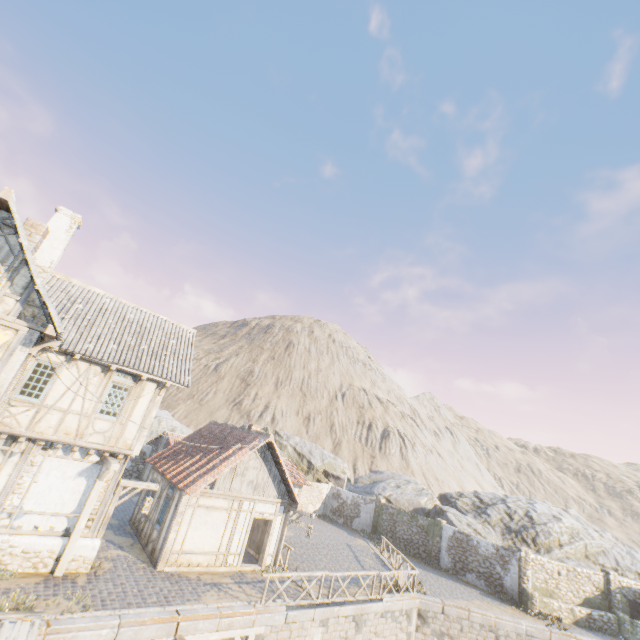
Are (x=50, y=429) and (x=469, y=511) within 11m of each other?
no

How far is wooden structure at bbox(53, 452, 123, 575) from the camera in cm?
1095

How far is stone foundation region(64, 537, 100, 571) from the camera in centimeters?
1129cm

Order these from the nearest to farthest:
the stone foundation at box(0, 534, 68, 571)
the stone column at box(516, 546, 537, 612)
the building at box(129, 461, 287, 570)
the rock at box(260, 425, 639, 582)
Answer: the stone foundation at box(0, 534, 68, 571) < the building at box(129, 461, 287, 570) < the stone column at box(516, 546, 537, 612) < the rock at box(260, 425, 639, 582)

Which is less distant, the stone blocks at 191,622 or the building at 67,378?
the stone blocks at 191,622

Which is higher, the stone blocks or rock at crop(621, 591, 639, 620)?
rock at crop(621, 591, 639, 620)

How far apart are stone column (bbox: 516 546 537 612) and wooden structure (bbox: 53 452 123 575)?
24.62m

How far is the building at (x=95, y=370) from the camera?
12.0m
